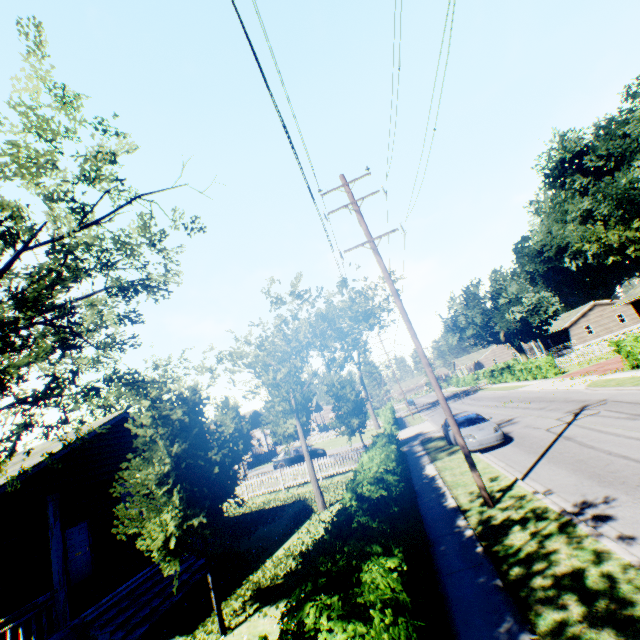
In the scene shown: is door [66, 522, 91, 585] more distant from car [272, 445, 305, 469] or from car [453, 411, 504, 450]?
car [453, 411, 504, 450]

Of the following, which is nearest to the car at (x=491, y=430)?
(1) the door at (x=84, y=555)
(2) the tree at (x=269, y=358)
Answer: (2) the tree at (x=269, y=358)

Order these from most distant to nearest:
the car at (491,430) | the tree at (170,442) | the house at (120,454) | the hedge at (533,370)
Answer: the hedge at (533,370), the car at (491,430), the house at (120,454), the tree at (170,442)

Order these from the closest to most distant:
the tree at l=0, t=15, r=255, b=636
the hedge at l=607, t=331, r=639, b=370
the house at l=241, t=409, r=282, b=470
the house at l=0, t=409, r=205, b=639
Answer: the tree at l=0, t=15, r=255, b=636 < the house at l=0, t=409, r=205, b=639 < the hedge at l=607, t=331, r=639, b=370 < the house at l=241, t=409, r=282, b=470

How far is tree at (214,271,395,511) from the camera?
14.8 meters

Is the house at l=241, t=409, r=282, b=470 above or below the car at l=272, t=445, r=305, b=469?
above

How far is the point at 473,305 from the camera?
39.7 meters

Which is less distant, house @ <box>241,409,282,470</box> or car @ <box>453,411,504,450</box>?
car @ <box>453,411,504,450</box>
